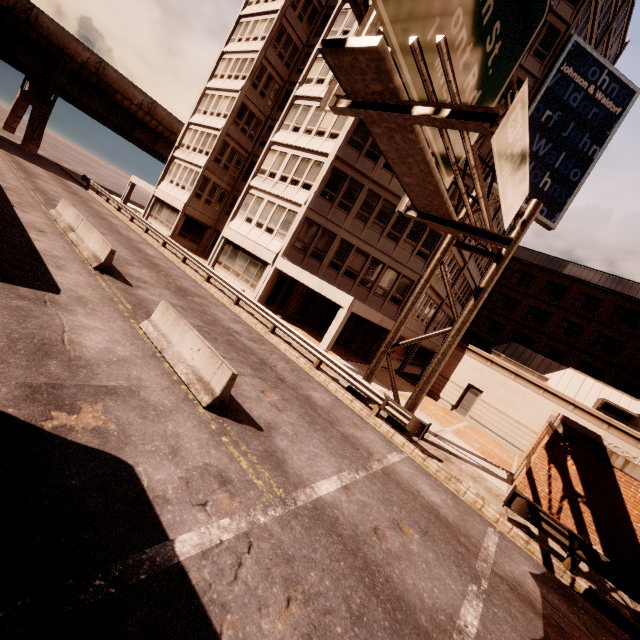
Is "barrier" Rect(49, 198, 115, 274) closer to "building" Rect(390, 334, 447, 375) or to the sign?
"building" Rect(390, 334, 447, 375)

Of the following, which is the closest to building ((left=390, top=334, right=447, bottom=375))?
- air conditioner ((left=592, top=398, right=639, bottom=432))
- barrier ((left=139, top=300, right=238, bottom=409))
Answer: barrier ((left=139, top=300, right=238, bottom=409))

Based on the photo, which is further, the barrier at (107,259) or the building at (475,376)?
the building at (475,376)

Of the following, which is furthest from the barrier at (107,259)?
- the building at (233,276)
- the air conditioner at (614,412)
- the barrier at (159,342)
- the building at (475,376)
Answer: the air conditioner at (614,412)

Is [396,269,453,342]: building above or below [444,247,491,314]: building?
below

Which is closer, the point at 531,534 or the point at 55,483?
the point at 55,483

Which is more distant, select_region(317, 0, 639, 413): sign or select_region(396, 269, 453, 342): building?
select_region(396, 269, 453, 342): building

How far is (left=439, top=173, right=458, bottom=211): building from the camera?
22.3 meters
